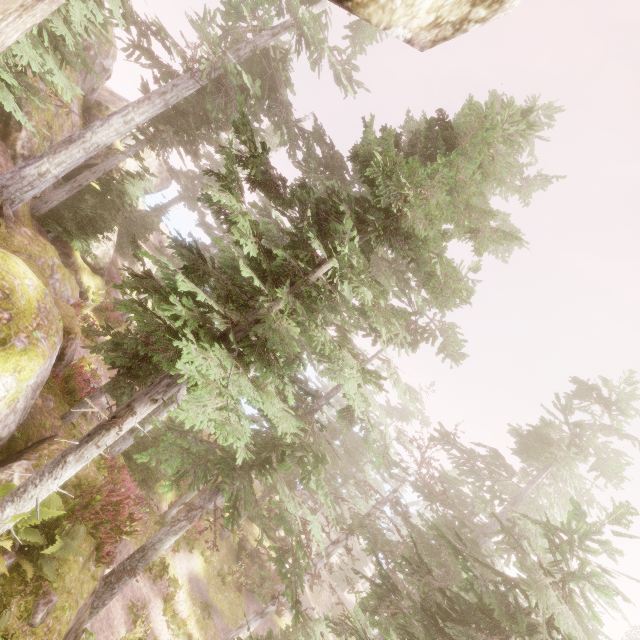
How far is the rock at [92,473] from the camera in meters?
8.3

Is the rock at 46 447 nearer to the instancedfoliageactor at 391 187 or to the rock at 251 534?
the instancedfoliageactor at 391 187

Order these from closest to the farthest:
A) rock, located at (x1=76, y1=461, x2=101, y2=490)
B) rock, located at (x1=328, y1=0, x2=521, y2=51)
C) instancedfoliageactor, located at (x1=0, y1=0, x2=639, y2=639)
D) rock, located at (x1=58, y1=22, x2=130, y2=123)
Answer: rock, located at (x1=328, y1=0, x2=521, y2=51)
instancedfoliageactor, located at (x1=0, y1=0, x2=639, y2=639)
rock, located at (x1=76, y1=461, x2=101, y2=490)
rock, located at (x1=58, y1=22, x2=130, y2=123)

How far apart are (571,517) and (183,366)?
9.02m

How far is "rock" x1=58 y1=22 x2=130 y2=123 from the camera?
17.09m

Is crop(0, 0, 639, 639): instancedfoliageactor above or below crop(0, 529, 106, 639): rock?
above

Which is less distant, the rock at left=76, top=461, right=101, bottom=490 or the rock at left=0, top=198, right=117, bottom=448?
the rock at left=0, top=198, right=117, bottom=448
